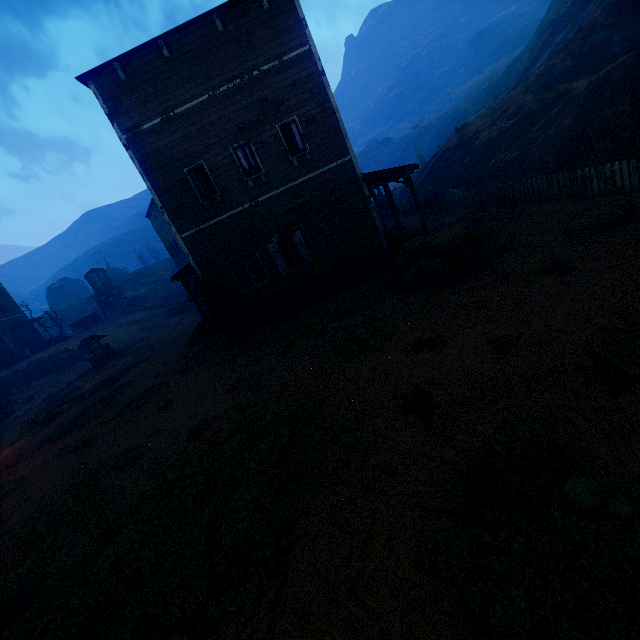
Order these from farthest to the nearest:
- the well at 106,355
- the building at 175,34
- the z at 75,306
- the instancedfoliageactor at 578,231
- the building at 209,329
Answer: the z at 75,306 → the well at 106,355 → the building at 209,329 → the building at 175,34 → the instancedfoliageactor at 578,231

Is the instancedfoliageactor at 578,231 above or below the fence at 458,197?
below

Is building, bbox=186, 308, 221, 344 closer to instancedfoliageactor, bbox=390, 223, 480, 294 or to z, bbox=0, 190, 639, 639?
z, bbox=0, 190, 639, 639

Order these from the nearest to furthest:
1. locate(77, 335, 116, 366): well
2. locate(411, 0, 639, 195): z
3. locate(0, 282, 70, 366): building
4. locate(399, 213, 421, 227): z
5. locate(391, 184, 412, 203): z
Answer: locate(411, 0, 639, 195): z < locate(399, 213, 421, 227): z < locate(77, 335, 116, 366): well < locate(391, 184, 412, 203): z < locate(0, 282, 70, 366): building

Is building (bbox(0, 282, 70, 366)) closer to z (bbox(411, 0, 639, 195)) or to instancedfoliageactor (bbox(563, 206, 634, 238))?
z (bbox(411, 0, 639, 195))

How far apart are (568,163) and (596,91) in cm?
323

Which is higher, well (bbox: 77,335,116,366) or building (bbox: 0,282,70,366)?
building (bbox: 0,282,70,366)
